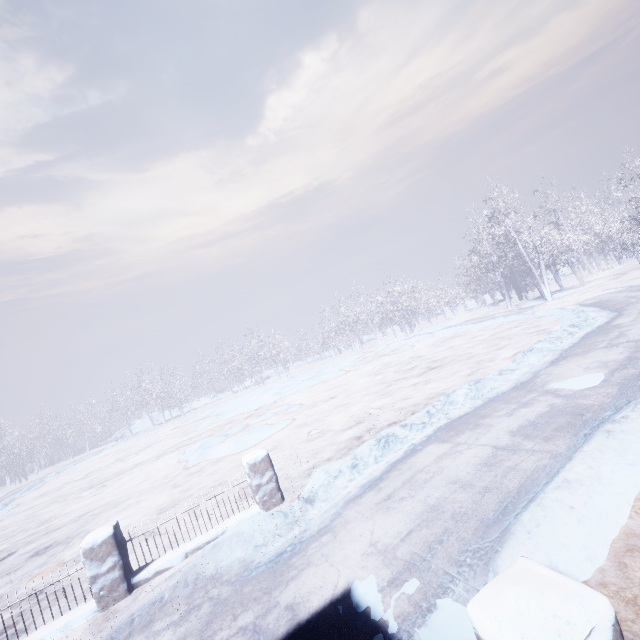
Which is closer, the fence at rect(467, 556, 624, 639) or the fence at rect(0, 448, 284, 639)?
the fence at rect(467, 556, 624, 639)

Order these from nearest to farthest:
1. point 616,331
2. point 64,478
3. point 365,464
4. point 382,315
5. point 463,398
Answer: point 365,464
point 463,398
point 616,331
point 64,478
point 382,315

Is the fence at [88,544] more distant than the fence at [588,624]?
Yes
